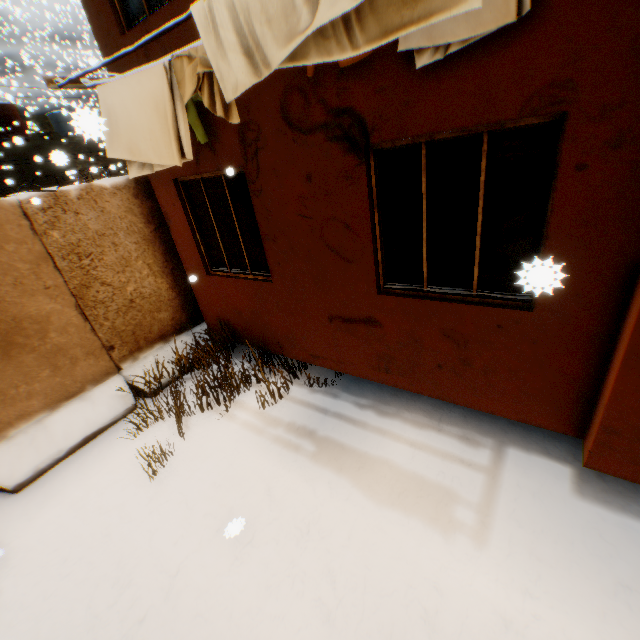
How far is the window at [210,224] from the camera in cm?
432

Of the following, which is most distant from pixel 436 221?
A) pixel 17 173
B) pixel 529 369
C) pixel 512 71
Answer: pixel 17 173

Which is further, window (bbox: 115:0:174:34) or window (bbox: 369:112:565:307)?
window (bbox: 115:0:174:34)

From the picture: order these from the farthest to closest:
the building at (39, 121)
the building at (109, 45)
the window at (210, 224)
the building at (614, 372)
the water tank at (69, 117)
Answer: the building at (39, 121) < the window at (210, 224) < the building at (109, 45) < the building at (614, 372) < the water tank at (69, 117)

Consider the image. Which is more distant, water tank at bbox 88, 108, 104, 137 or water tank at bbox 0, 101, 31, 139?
water tank at bbox 0, 101, 31, 139

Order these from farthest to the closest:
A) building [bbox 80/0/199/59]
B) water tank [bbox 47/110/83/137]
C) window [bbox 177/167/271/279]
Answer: window [bbox 177/167/271/279]
building [bbox 80/0/199/59]
water tank [bbox 47/110/83/137]

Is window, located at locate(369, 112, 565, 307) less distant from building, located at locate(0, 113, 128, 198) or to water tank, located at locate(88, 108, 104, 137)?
building, located at locate(0, 113, 128, 198)

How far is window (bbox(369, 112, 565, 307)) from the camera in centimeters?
246cm
